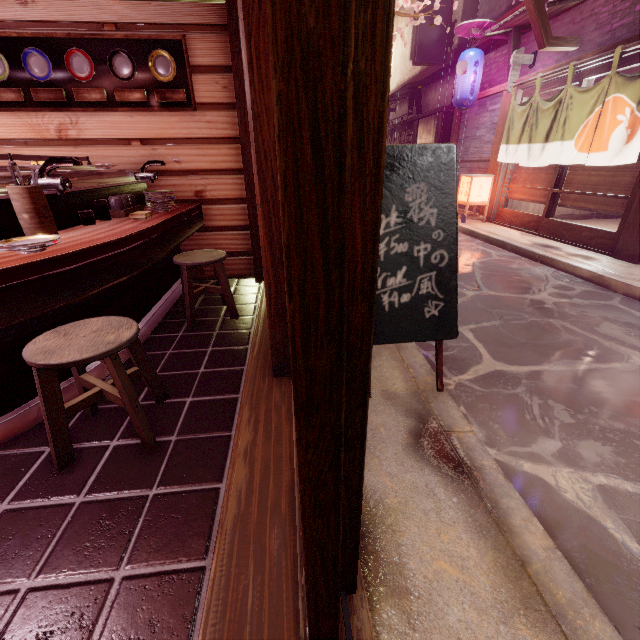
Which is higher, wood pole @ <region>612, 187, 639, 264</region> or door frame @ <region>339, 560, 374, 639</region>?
wood pole @ <region>612, 187, 639, 264</region>

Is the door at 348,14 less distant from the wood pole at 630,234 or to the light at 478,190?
the wood pole at 630,234

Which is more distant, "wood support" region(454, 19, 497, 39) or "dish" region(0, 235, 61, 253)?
"wood support" region(454, 19, 497, 39)

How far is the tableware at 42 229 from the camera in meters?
3.4 m

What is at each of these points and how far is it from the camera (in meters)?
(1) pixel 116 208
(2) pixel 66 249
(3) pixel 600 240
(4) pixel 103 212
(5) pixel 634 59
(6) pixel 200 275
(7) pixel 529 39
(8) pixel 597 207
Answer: (1) tableware, 5.25
(2) table, 3.26
(3) door, 9.74
(4) sauce bottle, 4.86
(5) door, 8.52
(6) building, 7.88
(7) house, 12.45
(8) blind, 10.12

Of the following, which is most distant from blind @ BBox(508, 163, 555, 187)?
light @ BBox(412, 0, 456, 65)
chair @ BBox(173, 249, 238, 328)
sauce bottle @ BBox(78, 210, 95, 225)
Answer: sauce bottle @ BBox(78, 210, 95, 225)

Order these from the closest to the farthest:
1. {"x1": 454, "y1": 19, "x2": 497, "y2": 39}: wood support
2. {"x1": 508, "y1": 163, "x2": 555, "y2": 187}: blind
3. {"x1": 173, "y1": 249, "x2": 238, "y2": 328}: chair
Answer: {"x1": 173, "y1": 249, "x2": 238, "y2": 328}: chair, {"x1": 508, "y1": 163, "x2": 555, "y2": 187}: blind, {"x1": 454, "y1": 19, "x2": 497, "y2": 39}: wood support

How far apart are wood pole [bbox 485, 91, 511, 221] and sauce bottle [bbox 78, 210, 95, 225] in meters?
15.4 m
